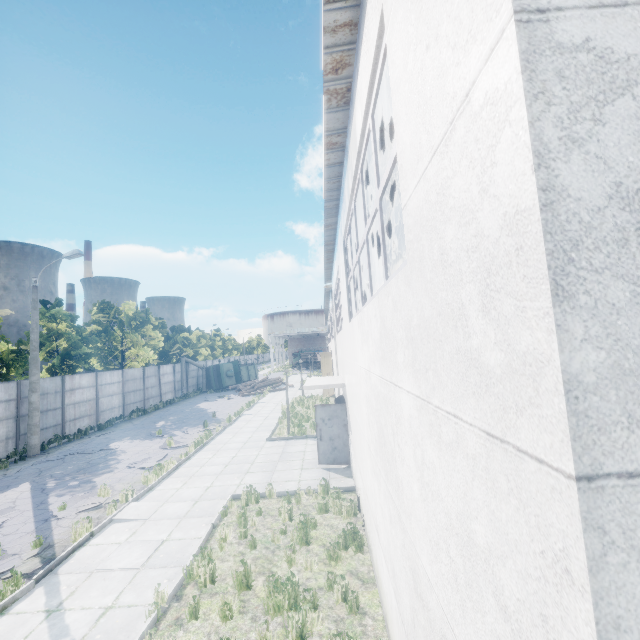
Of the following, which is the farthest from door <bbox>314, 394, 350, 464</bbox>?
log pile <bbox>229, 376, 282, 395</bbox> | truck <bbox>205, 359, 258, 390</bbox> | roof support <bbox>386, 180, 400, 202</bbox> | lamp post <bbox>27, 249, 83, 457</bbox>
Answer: truck <bbox>205, 359, 258, 390</bbox>

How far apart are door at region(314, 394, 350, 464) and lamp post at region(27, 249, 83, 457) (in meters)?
14.50

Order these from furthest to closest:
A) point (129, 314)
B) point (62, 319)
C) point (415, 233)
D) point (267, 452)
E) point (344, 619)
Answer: point (129, 314) < point (62, 319) < point (267, 452) < point (344, 619) < point (415, 233)

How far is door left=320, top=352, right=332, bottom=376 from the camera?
26.73m

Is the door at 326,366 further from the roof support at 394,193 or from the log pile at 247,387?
the roof support at 394,193

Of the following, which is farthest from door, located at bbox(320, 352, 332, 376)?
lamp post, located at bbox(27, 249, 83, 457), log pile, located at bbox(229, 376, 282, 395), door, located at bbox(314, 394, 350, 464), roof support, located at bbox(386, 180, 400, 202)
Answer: lamp post, located at bbox(27, 249, 83, 457)

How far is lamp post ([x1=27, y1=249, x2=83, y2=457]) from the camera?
15.8m

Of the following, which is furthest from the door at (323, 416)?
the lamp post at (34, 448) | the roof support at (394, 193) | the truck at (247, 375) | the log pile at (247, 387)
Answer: the truck at (247, 375)
